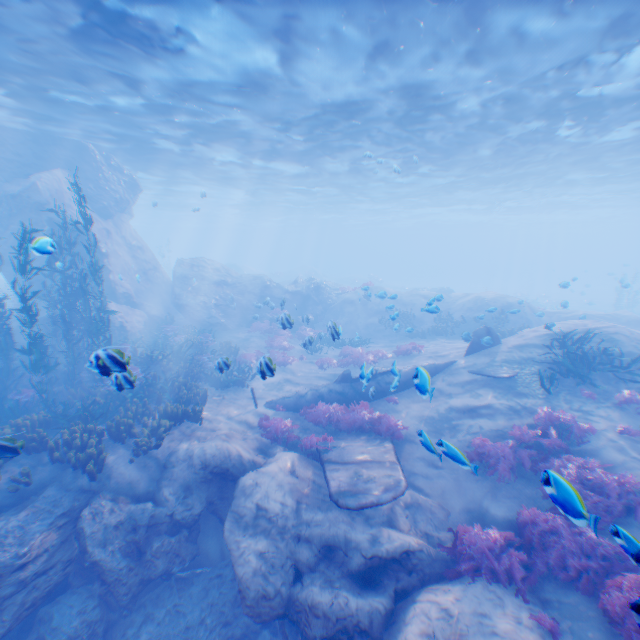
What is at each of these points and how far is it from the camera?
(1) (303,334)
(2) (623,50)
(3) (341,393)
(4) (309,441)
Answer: (1) instancedfoliageactor, 22.0 meters
(2) light, 10.7 meters
(3) plane, 12.8 meters
(4) instancedfoliageactor, 9.9 meters

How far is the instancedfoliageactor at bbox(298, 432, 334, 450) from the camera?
9.84m

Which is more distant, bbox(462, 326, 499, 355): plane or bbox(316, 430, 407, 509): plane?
bbox(462, 326, 499, 355): plane

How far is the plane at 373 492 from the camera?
6.84m

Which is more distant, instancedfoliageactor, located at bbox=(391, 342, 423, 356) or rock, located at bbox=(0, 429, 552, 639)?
instancedfoliageactor, located at bbox=(391, 342, 423, 356)

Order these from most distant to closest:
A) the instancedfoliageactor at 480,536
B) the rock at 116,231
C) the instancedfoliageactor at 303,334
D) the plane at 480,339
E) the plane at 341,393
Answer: the rock at 116,231
the plane at 480,339
the instancedfoliageactor at 303,334
the plane at 341,393
the instancedfoliageactor at 480,536

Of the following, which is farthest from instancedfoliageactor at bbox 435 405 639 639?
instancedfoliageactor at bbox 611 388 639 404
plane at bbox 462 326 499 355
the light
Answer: the light

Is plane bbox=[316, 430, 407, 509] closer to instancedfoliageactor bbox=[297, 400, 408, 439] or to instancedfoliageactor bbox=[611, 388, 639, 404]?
instancedfoliageactor bbox=[297, 400, 408, 439]
